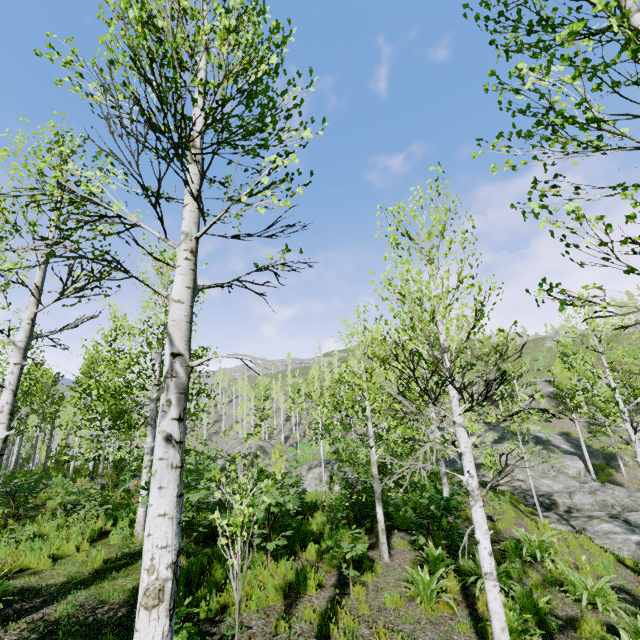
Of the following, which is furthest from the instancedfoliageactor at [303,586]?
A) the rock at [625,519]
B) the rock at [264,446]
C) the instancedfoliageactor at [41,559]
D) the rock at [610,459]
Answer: the rock at [610,459]

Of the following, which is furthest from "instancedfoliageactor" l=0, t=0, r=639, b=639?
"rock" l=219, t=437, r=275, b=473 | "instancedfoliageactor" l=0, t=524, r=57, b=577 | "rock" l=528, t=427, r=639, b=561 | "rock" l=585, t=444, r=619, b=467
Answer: "rock" l=585, t=444, r=619, b=467

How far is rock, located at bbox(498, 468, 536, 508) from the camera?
16.2m

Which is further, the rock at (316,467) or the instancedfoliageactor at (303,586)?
the rock at (316,467)

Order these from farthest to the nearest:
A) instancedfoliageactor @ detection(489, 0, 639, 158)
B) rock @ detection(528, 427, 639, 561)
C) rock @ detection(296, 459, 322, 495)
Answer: rock @ detection(296, 459, 322, 495) → rock @ detection(528, 427, 639, 561) → instancedfoliageactor @ detection(489, 0, 639, 158)

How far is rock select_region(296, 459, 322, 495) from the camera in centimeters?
1489cm

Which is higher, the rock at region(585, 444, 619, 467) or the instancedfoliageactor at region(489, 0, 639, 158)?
the instancedfoliageactor at region(489, 0, 639, 158)

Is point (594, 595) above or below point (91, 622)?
below
